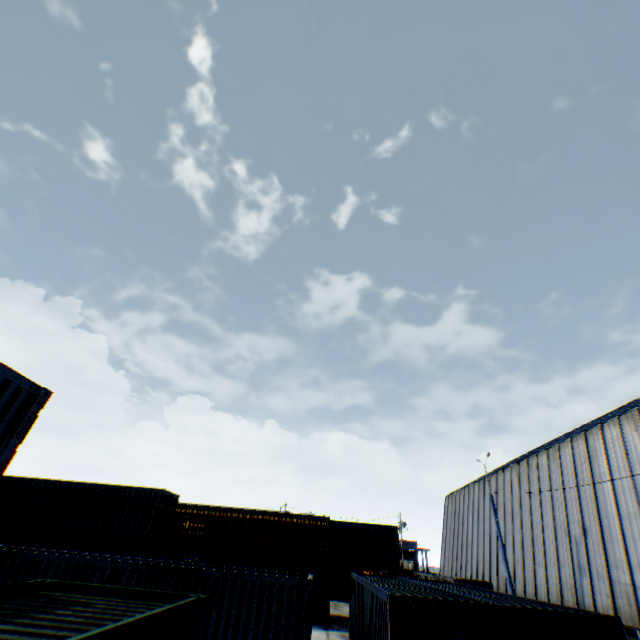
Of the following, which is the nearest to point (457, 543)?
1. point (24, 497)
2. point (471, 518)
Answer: point (471, 518)

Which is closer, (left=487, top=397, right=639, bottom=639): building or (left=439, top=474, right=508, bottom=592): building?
(left=487, top=397, right=639, bottom=639): building

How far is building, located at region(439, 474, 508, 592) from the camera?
28.18m

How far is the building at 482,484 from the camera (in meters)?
28.18

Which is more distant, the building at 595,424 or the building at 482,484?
the building at 482,484
